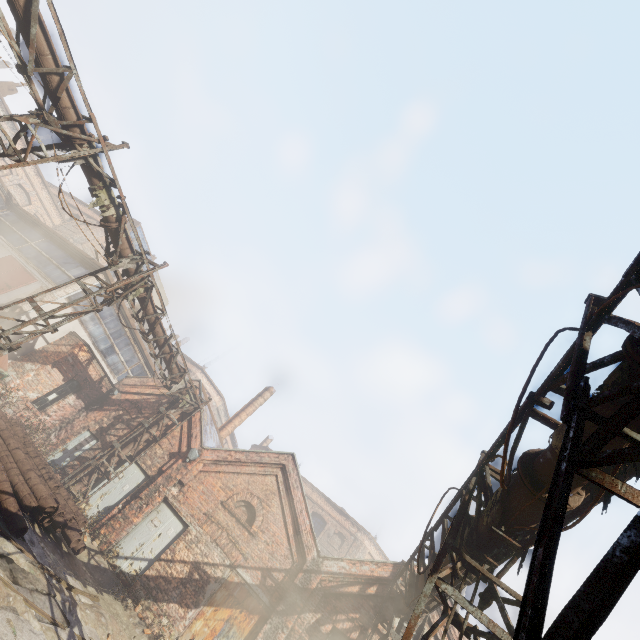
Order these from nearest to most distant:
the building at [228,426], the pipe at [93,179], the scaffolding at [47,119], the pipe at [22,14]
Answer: the pipe at [22,14] → the scaffolding at [47,119] → the pipe at [93,179] → the building at [228,426]

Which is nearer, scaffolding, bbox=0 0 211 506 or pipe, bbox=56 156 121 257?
scaffolding, bbox=0 0 211 506

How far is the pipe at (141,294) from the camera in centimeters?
1141cm

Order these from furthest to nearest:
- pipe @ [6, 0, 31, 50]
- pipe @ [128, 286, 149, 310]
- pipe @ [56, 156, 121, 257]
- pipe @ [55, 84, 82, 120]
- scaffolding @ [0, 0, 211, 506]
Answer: pipe @ [128, 286, 149, 310], pipe @ [56, 156, 121, 257], pipe @ [55, 84, 82, 120], scaffolding @ [0, 0, 211, 506], pipe @ [6, 0, 31, 50]

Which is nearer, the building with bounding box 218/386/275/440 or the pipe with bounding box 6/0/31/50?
the pipe with bounding box 6/0/31/50

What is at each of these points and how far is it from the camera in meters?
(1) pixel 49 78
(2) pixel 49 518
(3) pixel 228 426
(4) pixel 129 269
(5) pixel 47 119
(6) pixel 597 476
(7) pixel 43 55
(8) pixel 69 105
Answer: (1) pipe, 7.6 m
(2) pipe, 9.2 m
(3) building, 23.3 m
(4) pipe, 11.0 m
(5) scaffolding, 7.9 m
(6) pipe, 2.3 m
(7) pipe, 7.3 m
(8) pipe, 8.0 m

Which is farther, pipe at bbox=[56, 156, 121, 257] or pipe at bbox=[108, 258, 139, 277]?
pipe at bbox=[108, 258, 139, 277]
